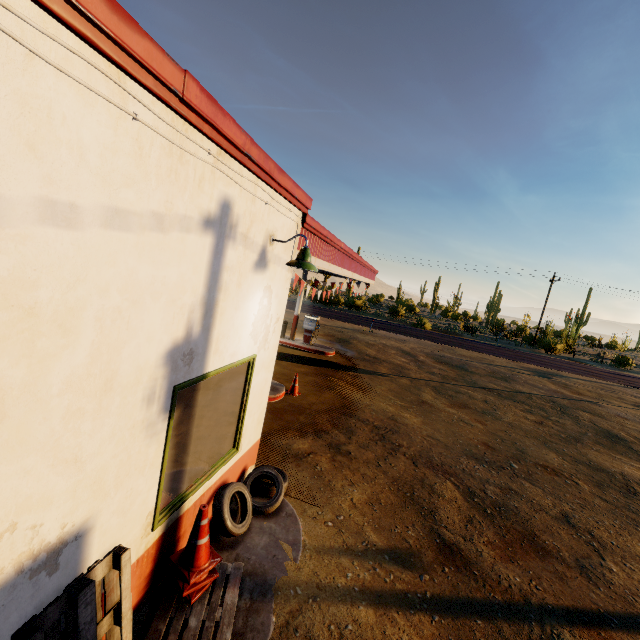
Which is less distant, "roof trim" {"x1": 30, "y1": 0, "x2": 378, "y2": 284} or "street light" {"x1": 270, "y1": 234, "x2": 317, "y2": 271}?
"roof trim" {"x1": 30, "y1": 0, "x2": 378, "y2": 284}

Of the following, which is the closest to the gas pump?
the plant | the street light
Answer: the street light

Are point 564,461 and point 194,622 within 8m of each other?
no

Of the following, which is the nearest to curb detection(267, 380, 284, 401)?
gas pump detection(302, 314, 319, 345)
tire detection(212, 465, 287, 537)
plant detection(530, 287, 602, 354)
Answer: tire detection(212, 465, 287, 537)

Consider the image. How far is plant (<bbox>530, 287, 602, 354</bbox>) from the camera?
32.7 meters

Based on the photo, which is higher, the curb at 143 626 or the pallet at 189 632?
the pallet at 189 632

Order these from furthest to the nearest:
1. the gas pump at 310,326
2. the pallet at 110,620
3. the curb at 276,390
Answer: the gas pump at 310,326
the curb at 276,390
the pallet at 110,620

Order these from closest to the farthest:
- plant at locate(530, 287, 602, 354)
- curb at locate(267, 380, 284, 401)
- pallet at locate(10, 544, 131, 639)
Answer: pallet at locate(10, 544, 131, 639) → curb at locate(267, 380, 284, 401) → plant at locate(530, 287, 602, 354)
